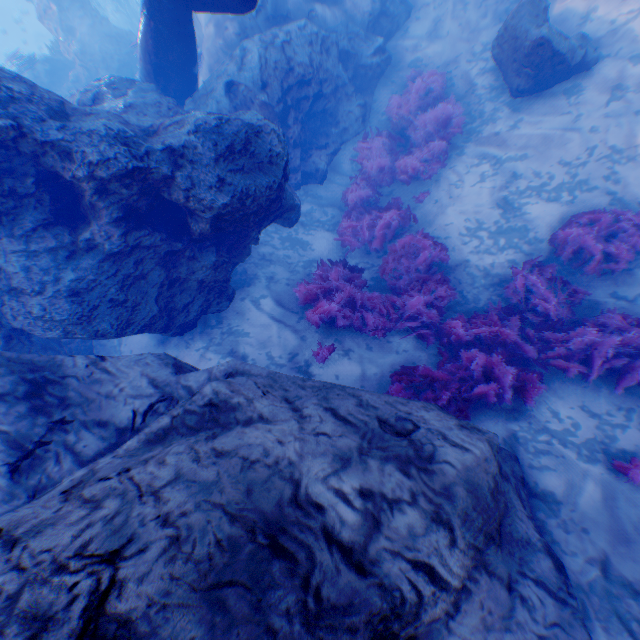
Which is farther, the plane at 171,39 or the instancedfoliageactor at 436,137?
the instancedfoliageactor at 436,137

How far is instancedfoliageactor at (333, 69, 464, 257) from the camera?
8.2 meters

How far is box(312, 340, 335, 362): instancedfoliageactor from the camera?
5.9m

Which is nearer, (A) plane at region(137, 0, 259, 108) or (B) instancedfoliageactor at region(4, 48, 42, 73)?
(A) plane at region(137, 0, 259, 108)

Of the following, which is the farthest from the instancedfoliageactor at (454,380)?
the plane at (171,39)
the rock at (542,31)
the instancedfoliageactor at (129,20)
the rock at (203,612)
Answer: the instancedfoliageactor at (129,20)

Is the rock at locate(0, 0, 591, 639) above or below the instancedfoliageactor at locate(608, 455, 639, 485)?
above

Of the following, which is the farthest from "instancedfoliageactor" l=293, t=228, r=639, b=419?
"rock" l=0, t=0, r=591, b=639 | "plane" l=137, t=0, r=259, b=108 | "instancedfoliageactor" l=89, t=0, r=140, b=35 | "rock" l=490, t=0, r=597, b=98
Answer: "instancedfoliageactor" l=89, t=0, r=140, b=35

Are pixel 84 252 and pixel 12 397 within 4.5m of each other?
yes
